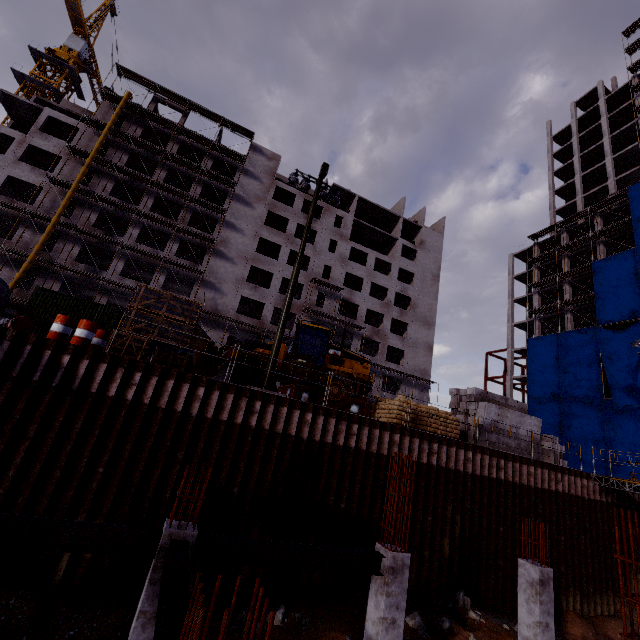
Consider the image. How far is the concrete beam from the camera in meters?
16.3

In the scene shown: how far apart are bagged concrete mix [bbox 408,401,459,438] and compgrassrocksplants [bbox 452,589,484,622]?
5.7 meters

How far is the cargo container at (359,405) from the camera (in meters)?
29.95

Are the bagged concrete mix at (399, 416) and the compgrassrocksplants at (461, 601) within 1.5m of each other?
no

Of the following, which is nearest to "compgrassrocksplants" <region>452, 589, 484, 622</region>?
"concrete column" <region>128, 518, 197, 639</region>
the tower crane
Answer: "concrete column" <region>128, 518, 197, 639</region>

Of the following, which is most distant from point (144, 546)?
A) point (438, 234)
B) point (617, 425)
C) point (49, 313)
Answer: point (438, 234)

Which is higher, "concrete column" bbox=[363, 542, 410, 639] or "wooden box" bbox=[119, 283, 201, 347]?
"wooden box" bbox=[119, 283, 201, 347]

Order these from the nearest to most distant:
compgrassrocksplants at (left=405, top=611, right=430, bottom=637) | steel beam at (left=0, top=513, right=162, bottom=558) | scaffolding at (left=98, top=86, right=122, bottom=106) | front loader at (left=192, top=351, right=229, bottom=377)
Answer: steel beam at (left=0, top=513, right=162, bottom=558) → compgrassrocksplants at (left=405, top=611, right=430, bottom=637) → front loader at (left=192, top=351, right=229, bottom=377) → scaffolding at (left=98, top=86, right=122, bottom=106)
